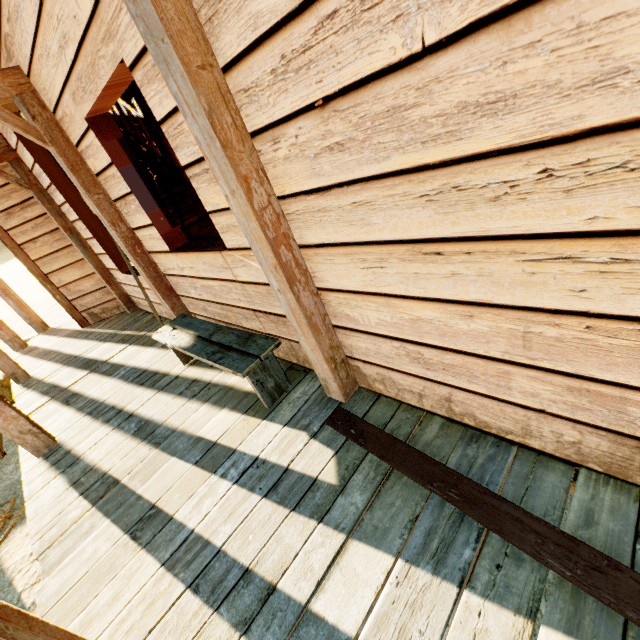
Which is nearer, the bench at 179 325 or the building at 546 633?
the building at 546 633

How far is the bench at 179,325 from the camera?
2.30m

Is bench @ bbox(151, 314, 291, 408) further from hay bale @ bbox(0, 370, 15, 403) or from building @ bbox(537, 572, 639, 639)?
hay bale @ bbox(0, 370, 15, 403)

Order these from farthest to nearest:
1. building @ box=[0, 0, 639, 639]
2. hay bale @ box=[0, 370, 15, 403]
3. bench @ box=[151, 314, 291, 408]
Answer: hay bale @ box=[0, 370, 15, 403]
bench @ box=[151, 314, 291, 408]
building @ box=[0, 0, 639, 639]

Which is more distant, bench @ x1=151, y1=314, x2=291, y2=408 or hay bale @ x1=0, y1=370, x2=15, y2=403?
hay bale @ x1=0, y1=370, x2=15, y2=403

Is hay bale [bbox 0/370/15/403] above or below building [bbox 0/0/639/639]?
below

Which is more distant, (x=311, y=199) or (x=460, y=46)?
(x=311, y=199)
